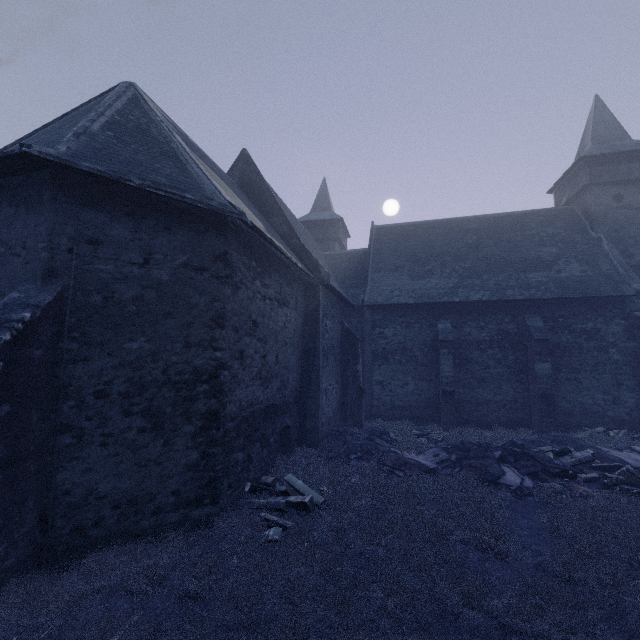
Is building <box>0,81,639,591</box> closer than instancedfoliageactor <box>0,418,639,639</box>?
No

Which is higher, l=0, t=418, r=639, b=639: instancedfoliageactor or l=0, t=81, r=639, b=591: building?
l=0, t=81, r=639, b=591: building

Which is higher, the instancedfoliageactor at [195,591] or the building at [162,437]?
the building at [162,437]

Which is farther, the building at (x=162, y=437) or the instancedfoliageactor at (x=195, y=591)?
the building at (x=162, y=437)

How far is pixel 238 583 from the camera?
4.9 meters
